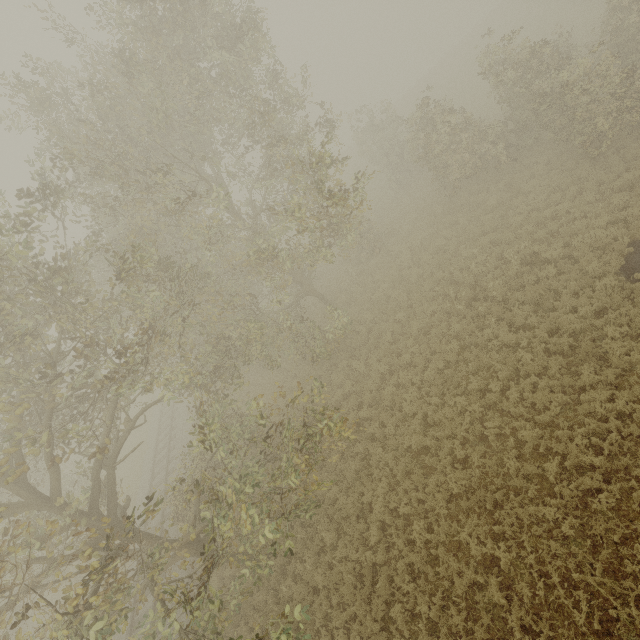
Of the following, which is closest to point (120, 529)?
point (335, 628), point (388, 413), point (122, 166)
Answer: point (335, 628)
